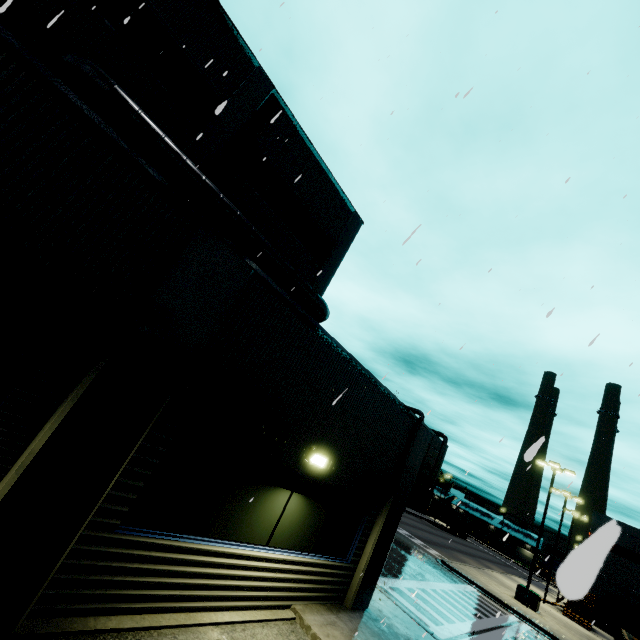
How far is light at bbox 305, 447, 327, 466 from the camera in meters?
6.4

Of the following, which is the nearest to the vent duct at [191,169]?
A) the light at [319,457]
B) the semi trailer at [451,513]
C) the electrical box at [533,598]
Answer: the light at [319,457]

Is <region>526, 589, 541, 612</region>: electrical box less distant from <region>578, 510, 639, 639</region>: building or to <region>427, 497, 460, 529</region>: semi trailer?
<region>578, 510, 639, 639</region>: building

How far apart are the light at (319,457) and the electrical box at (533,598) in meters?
26.9 m

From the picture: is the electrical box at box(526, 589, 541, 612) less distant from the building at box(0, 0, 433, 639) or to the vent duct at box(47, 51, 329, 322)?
the building at box(0, 0, 433, 639)

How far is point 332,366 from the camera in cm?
678

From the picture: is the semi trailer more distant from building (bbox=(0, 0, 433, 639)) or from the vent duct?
the vent duct

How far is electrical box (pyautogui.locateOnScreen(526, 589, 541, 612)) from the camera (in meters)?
22.08
